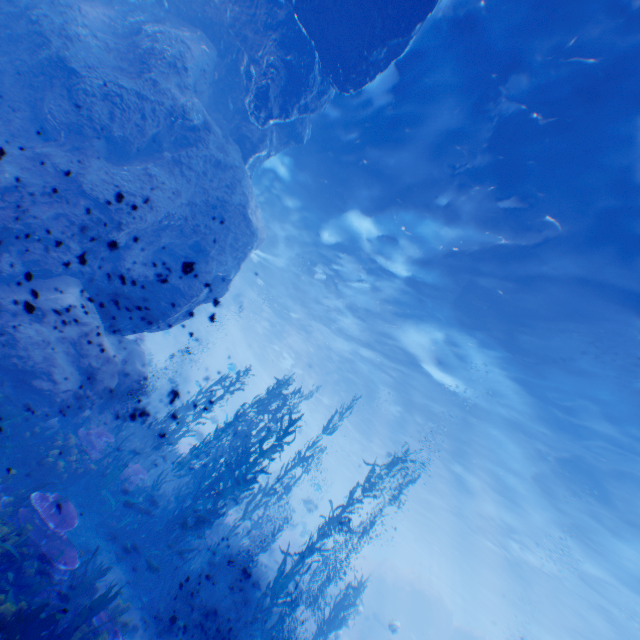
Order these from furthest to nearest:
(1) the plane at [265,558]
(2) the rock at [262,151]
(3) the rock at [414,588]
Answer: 1. (3) the rock at [414,588]
2. (1) the plane at [265,558]
3. (2) the rock at [262,151]

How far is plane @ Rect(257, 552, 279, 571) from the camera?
21.0m

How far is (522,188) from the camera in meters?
8.2

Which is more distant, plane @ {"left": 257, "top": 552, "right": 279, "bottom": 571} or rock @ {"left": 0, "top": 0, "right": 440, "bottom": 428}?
plane @ {"left": 257, "top": 552, "right": 279, "bottom": 571}

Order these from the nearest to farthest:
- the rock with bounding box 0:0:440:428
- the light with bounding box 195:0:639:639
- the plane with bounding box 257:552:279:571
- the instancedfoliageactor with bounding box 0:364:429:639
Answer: the instancedfoliageactor with bounding box 0:364:429:639, the light with bounding box 195:0:639:639, the rock with bounding box 0:0:440:428, the plane with bounding box 257:552:279:571

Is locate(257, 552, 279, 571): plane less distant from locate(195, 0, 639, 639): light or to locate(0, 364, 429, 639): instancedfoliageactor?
locate(0, 364, 429, 639): instancedfoliageactor

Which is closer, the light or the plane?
the light

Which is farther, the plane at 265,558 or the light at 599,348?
the plane at 265,558
